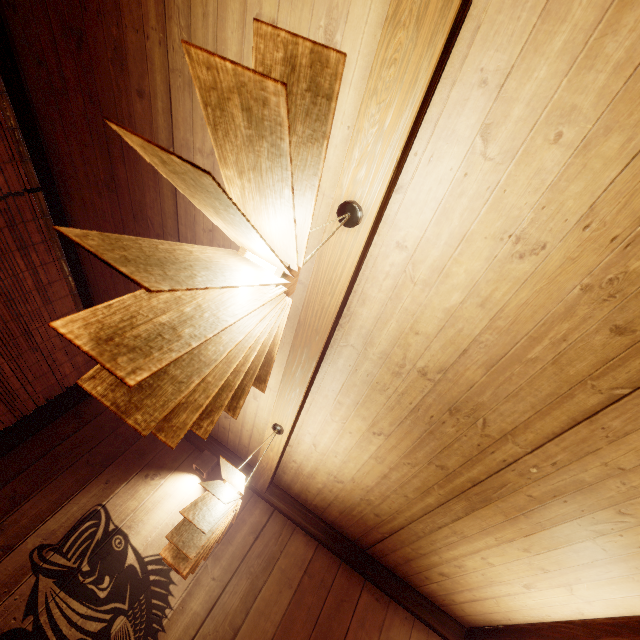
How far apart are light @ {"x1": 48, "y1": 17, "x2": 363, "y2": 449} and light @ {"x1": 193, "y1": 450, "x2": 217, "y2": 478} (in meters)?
4.05

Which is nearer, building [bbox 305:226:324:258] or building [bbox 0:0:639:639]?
building [bbox 0:0:639:639]

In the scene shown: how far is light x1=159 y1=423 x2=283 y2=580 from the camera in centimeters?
244cm

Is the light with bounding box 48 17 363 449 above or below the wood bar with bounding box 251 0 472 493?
below

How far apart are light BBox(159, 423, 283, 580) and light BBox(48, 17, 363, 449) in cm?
124

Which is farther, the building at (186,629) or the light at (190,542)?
the light at (190,542)

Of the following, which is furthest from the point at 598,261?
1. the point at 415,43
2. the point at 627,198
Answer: the point at 415,43

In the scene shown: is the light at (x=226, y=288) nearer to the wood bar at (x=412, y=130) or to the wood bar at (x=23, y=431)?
the wood bar at (x=412, y=130)
